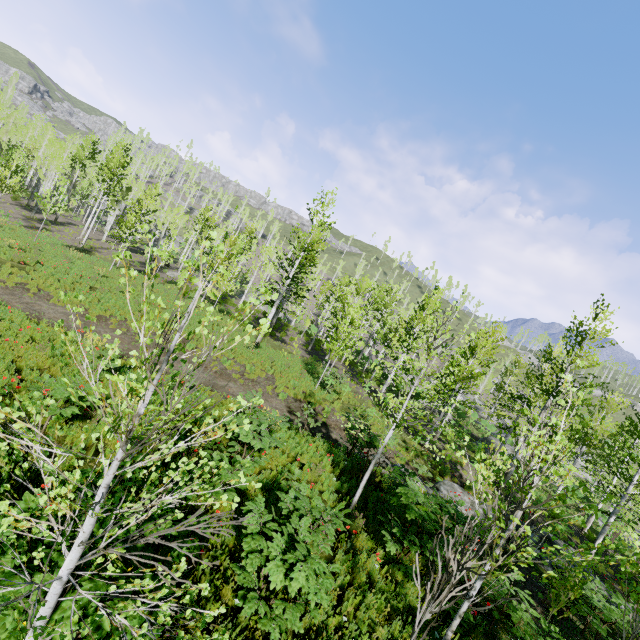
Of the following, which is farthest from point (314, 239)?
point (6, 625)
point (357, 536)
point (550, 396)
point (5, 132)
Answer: point (5, 132)

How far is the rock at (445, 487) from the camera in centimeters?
1158cm

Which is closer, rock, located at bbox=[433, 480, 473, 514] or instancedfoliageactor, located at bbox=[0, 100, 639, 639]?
instancedfoliageactor, located at bbox=[0, 100, 639, 639]

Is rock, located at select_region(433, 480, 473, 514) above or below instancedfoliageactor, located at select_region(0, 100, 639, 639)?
below

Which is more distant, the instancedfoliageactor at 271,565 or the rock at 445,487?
the rock at 445,487

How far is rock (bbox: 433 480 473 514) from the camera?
11.6m
